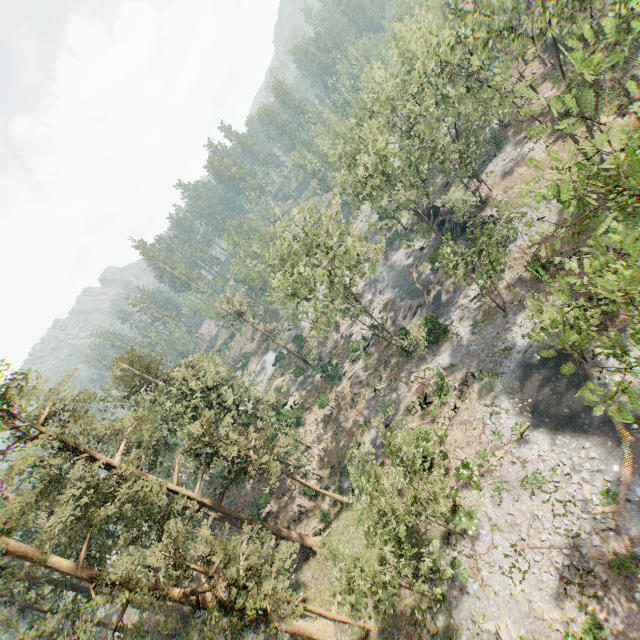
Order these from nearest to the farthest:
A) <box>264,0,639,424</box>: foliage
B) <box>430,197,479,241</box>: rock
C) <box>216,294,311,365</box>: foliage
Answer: <box>264,0,639,424</box>: foliage, <box>430,197,479,241</box>: rock, <box>216,294,311,365</box>: foliage

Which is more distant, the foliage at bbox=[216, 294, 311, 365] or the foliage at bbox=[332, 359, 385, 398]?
the foliage at bbox=[216, 294, 311, 365]

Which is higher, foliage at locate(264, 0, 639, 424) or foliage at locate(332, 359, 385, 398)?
foliage at locate(264, 0, 639, 424)

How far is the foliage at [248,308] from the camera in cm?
4938

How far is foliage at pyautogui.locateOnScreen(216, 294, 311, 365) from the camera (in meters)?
49.38

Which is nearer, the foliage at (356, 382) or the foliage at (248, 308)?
the foliage at (356, 382)

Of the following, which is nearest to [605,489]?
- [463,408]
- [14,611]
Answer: [463,408]
